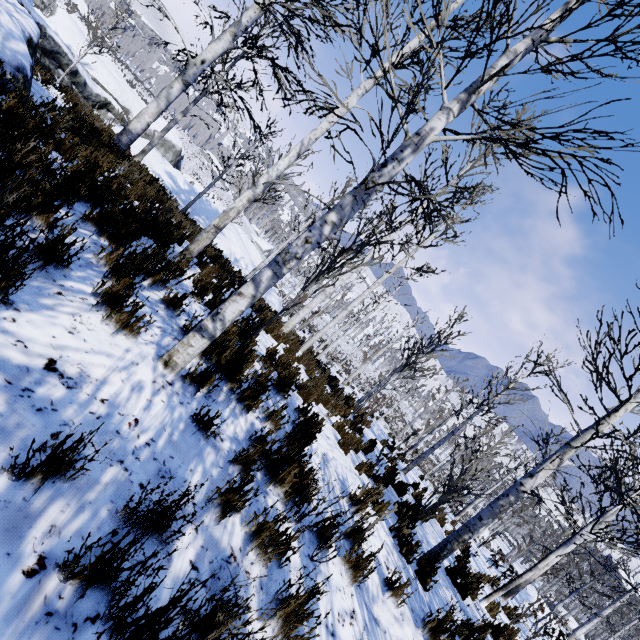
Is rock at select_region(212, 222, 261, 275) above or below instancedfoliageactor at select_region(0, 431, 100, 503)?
below

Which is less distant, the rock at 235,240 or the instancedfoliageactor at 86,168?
the instancedfoliageactor at 86,168

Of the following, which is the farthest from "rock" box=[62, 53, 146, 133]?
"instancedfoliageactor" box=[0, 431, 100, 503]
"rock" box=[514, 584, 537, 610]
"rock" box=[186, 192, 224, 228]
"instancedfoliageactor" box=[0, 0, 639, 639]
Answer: "rock" box=[514, 584, 537, 610]

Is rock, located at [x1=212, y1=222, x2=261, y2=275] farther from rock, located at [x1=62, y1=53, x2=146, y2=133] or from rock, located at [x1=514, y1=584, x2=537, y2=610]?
rock, located at [x1=514, y1=584, x2=537, y2=610]

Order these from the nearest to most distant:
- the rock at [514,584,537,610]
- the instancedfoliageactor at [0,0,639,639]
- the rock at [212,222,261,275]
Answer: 1. the instancedfoliageactor at [0,0,639,639]
2. the rock at [514,584,537,610]
3. the rock at [212,222,261,275]

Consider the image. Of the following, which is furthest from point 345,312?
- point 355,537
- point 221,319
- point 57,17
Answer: point 57,17

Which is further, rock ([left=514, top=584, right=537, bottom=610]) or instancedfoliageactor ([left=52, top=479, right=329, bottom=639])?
rock ([left=514, top=584, right=537, bottom=610])

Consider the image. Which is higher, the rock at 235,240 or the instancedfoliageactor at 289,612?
the instancedfoliageactor at 289,612
